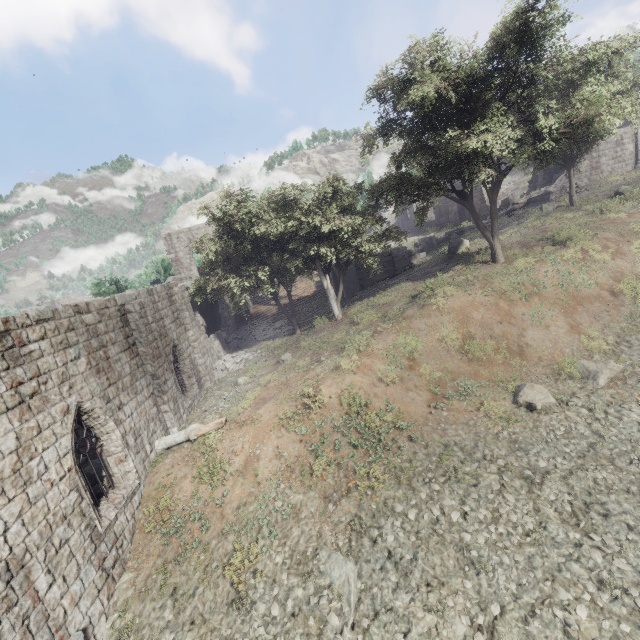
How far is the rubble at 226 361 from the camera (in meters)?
20.48

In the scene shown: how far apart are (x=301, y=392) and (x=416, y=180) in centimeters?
1332cm

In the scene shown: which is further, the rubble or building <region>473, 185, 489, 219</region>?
building <region>473, 185, 489, 219</region>

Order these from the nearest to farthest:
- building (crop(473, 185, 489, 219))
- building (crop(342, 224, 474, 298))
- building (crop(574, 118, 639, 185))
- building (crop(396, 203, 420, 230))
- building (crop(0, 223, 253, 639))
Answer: building (crop(0, 223, 253, 639)) → building (crop(342, 224, 474, 298)) → building (crop(574, 118, 639, 185)) → building (crop(473, 185, 489, 219)) → building (crop(396, 203, 420, 230))

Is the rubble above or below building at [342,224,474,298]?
below

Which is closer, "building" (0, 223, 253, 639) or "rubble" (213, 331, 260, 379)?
"building" (0, 223, 253, 639)

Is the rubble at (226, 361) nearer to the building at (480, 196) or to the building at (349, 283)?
the building at (349, 283)

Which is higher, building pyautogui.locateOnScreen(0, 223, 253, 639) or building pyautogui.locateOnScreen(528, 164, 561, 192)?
building pyautogui.locateOnScreen(528, 164, 561, 192)
